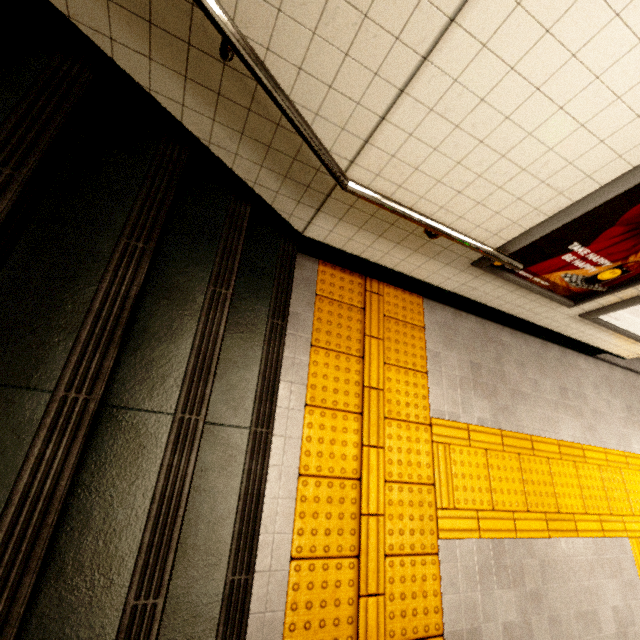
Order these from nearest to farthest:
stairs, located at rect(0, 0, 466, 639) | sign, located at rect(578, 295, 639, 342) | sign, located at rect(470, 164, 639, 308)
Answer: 1. stairs, located at rect(0, 0, 466, 639)
2. sign, located at rect(470, 164, 639, 308)
3. sign, located at rect(578, 295, 639, 342)

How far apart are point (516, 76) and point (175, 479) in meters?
2.3

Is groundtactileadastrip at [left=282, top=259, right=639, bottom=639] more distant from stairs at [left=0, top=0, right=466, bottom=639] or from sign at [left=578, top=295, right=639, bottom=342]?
sign at [left=578, top=295, right=639, bottom=342]

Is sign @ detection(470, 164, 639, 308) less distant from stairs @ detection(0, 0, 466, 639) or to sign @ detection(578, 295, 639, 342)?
sign @ detection(578, 295, 639, 342)

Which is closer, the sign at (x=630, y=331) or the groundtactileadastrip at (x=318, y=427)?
the groundtactileadastrip at (x=318, y=427)

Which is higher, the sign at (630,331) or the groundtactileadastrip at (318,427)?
the sign at (630,331)

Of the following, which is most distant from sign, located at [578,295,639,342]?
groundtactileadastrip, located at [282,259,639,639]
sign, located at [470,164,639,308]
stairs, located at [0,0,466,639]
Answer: stairs, located at [0,0,466,639]
